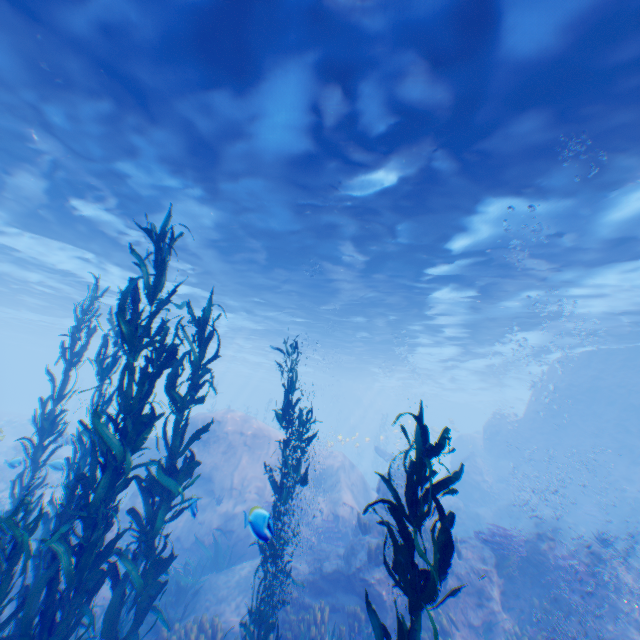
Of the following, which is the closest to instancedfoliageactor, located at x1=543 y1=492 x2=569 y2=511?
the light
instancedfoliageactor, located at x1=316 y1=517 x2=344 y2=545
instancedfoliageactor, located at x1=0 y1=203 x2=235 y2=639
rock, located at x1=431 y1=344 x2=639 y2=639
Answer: rock, located at x1=431 y1=344 x2=639 y2=639

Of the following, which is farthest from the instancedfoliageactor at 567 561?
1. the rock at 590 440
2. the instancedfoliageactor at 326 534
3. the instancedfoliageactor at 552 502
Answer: the instancedfoliageactor at 552 502

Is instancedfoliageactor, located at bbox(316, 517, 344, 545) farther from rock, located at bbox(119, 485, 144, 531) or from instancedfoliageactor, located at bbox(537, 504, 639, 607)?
instancedfoliageactor, located at bbox(537, 504, 639, 607)

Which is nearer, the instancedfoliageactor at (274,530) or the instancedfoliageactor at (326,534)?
the instancedfoliageactor at (274,530)

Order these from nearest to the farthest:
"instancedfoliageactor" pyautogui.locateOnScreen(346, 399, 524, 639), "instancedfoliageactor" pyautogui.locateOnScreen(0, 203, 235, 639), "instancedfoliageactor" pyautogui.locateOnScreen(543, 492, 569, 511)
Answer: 1. "instancedfoliageactor" pyautogui.locateOnScreen(346, 399, 524, 639)
2. "instancedfoliageactor" pyautogui.locateOnScreen(0, 203, 235, 639)
3. "instancedfoliageactor" pyautogui.locateOnScreen(543, 492, 569, 511)

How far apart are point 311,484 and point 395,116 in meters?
16.9 m

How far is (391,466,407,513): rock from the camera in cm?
1139
